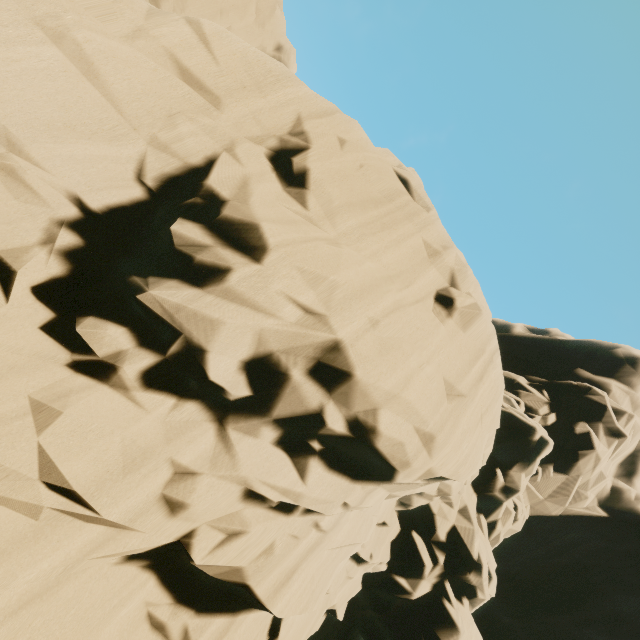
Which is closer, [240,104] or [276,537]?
[276,537]
